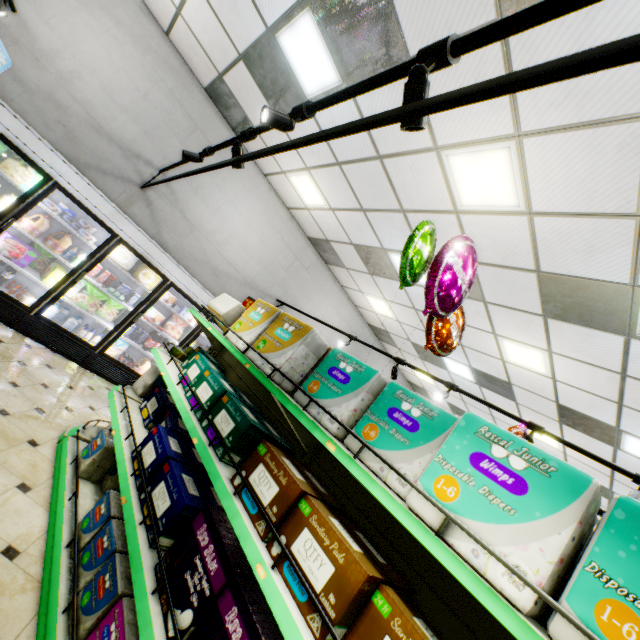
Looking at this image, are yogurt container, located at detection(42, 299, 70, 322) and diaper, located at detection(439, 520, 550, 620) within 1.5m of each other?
no

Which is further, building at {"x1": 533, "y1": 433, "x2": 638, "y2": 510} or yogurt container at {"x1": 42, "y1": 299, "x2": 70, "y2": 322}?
building at {"x1": 533, "y1": 433, "x2": 638, "y2": 510}

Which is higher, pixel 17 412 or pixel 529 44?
pixel 529 44

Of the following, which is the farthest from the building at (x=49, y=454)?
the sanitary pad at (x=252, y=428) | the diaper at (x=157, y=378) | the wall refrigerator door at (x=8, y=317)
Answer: the sanitary pad at (x=252, y=428)

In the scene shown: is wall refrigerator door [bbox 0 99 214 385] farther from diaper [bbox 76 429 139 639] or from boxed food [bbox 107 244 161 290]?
diaper [bbox 76 429 139 639]

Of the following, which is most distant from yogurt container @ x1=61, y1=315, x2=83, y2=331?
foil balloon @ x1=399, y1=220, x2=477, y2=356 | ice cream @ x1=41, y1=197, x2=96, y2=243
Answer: foil balloon @ x1=399, y1=220, x2=477, y2=356

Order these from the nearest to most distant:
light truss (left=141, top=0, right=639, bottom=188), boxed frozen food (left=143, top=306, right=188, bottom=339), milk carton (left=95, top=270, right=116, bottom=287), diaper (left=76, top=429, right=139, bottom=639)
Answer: light truss (left=141, top=0, right=639, bottom=188)
diaper (left=76, top=429, right=139, bottom=639)
milk carton (left=95, top=270, right=116, bottom=287)
boxed frozen food (left=143, top=306, right=188, bottom=339)

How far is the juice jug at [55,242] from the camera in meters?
4.7 m
